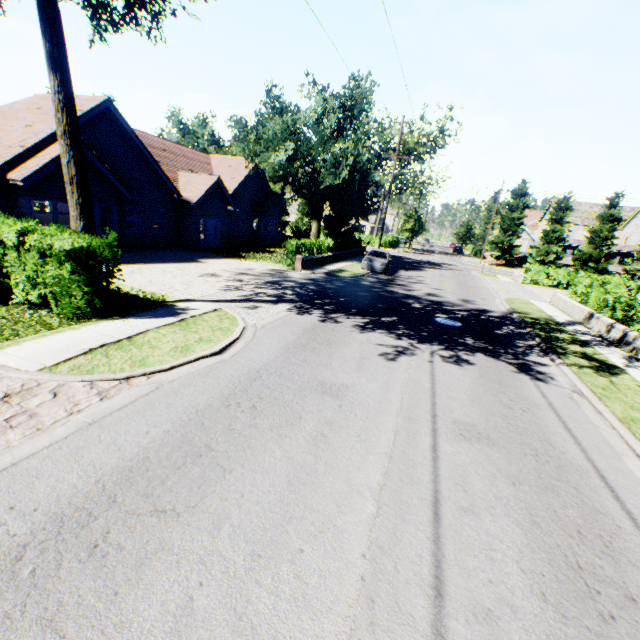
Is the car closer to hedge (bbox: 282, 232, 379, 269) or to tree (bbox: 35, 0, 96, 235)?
hedge (bbox: 282, 232, 379, 269)

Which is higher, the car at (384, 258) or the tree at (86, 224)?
the tree at (86, 224)

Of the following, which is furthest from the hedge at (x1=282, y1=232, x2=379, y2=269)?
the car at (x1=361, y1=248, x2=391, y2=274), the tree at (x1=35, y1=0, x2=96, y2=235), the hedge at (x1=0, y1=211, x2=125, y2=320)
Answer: the hedge at (x1=0, y1=211, x2=125, y2=320)

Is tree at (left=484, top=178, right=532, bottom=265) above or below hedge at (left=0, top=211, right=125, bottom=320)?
above

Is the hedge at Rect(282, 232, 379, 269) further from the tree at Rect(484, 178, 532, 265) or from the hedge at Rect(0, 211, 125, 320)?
the hedge at Rect(0, 211, 125, 320)

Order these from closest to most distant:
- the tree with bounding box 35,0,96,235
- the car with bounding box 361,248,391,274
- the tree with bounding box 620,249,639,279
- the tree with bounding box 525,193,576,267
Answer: the tree with bounding box 35,0,96,235 < the car with bounding box 361,248,391,274 < the tree with bounding box 620,249,639,279 < the tree with bounding box 525,193,576,267

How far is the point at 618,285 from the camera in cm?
2920

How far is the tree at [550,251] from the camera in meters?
43.5
